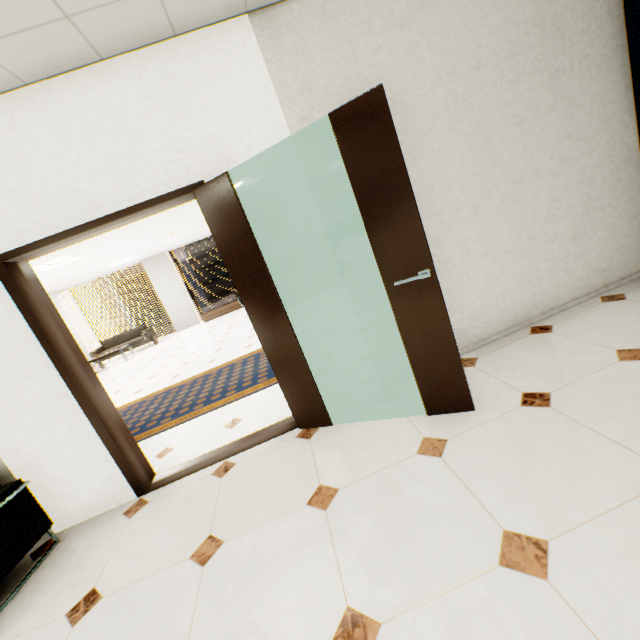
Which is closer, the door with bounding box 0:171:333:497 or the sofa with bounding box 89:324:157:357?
the door with bounding box 0:171:333:497

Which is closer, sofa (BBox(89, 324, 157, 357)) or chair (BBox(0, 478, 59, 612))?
chair (BBox(0, 478, 59, 612))

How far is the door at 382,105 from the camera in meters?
1.8 m

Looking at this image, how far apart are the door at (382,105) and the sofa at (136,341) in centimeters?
1132cm

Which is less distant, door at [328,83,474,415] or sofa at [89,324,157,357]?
door at [328,83,474,415]

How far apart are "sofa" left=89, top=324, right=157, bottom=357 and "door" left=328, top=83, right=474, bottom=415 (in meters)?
11.32

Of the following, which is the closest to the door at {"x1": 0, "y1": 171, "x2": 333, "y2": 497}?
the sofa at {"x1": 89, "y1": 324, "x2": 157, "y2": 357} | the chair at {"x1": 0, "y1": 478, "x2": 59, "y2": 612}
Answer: the chair at {"x1": 0, "y1": 478, "x2": 59, "y2": 612}

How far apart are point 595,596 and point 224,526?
1.9 meters
